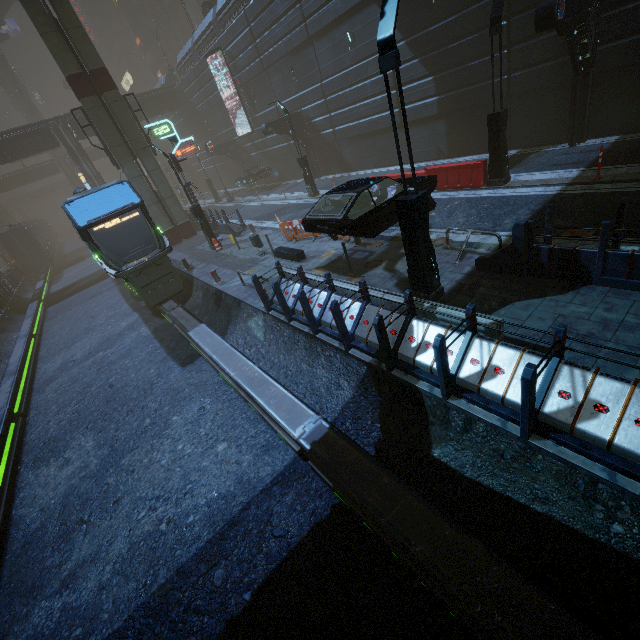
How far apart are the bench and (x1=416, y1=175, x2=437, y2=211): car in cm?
190

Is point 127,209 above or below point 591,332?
above

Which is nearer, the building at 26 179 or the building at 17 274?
the building at 17 274

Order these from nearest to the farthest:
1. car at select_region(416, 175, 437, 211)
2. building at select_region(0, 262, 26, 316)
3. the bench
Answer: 1. car at select_region(416, 175, 437, 211)
2. the bench
3. building at select_region(0, 262, 26, 316)

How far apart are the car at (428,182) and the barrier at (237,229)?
9.4 meters

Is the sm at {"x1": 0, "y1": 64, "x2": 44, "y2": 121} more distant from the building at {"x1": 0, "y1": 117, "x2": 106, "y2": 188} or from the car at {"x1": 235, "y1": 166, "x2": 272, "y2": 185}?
the car at {"x1": 235, "y1": 166, "x2": 272, "y2": 185}

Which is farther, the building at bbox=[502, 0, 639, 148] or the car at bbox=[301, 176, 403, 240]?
the building at bbox=[502, 0, 639, 148]

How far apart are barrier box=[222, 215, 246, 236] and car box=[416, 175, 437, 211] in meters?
9.4 m
